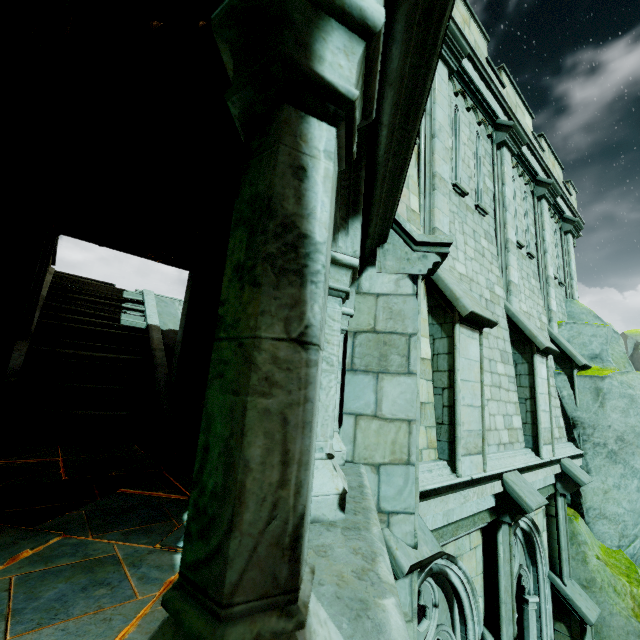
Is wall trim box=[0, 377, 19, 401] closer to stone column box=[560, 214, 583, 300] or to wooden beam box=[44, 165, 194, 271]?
wooden beam box=[44, 165, 194, 271]

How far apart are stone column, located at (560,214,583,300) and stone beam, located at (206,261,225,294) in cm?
1138

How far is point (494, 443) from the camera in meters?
5.8 m

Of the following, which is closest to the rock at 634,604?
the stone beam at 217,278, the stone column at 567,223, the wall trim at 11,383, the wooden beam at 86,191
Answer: the stone column at 567,223

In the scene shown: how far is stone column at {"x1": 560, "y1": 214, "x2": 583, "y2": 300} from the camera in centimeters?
1199cm

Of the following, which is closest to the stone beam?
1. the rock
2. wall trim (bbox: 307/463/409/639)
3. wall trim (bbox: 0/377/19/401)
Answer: wall trim (bbox: 307/463/409/639)

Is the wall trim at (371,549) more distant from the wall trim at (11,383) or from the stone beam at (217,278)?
the wall trim at (11,383)

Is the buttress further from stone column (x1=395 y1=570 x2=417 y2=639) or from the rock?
the rock
